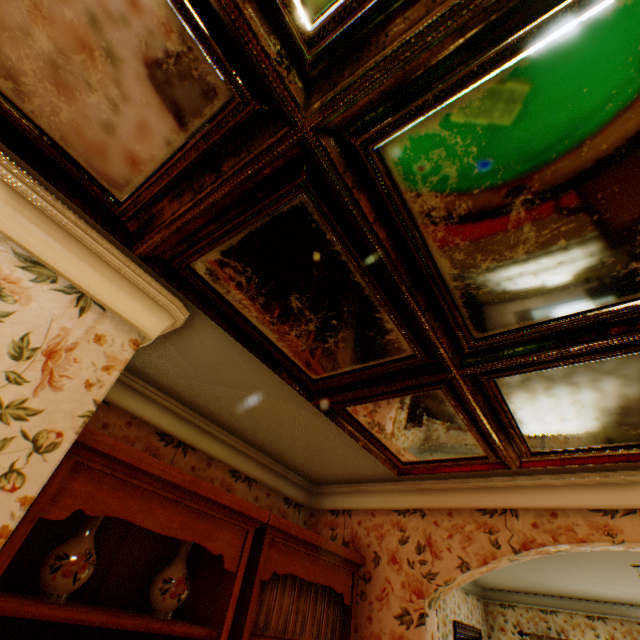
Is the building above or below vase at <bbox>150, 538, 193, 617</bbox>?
above

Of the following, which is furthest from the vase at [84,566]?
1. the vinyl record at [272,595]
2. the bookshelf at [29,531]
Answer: the vinyl record at [272,595]

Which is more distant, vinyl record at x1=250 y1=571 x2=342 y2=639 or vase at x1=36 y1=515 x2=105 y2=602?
vinyl record at x1=250 y1=571 x2=342 y2=639

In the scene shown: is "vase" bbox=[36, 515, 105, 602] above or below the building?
below

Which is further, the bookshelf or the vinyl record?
the vinyl record

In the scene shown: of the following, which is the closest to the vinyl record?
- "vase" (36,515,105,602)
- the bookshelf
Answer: the bookshelf

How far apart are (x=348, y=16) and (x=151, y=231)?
1.05m
